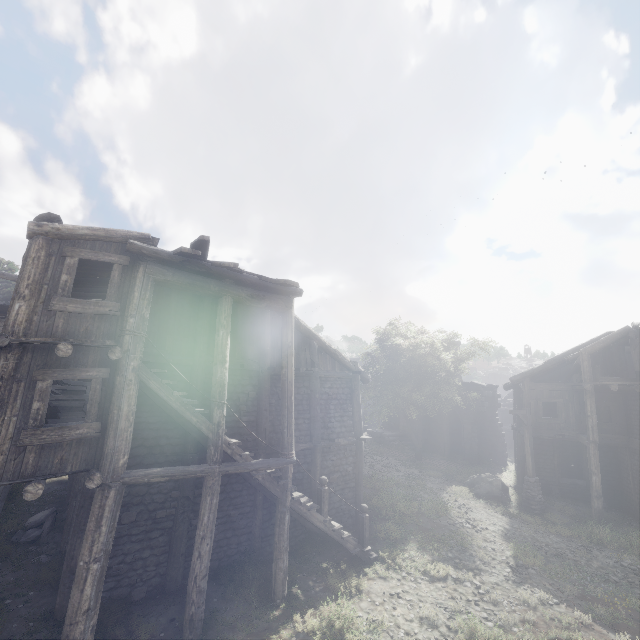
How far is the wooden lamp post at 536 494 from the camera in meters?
16.6

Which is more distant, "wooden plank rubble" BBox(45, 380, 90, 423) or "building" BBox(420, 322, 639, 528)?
"building" BBox(420, 322, 639, 528)

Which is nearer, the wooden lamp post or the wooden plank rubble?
the wooden plank rubble

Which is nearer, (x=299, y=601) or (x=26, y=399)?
(x=26, y=399)

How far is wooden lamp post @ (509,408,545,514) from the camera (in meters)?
16.61

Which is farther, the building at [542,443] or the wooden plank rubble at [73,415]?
the building at [542,443]

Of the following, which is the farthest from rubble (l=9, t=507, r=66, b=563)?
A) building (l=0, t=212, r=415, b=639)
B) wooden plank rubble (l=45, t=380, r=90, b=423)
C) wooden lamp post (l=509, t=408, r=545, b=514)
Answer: wooden lamp post (l=509, t=408, r=545, b=514)

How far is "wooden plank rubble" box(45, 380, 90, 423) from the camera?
11.6m
